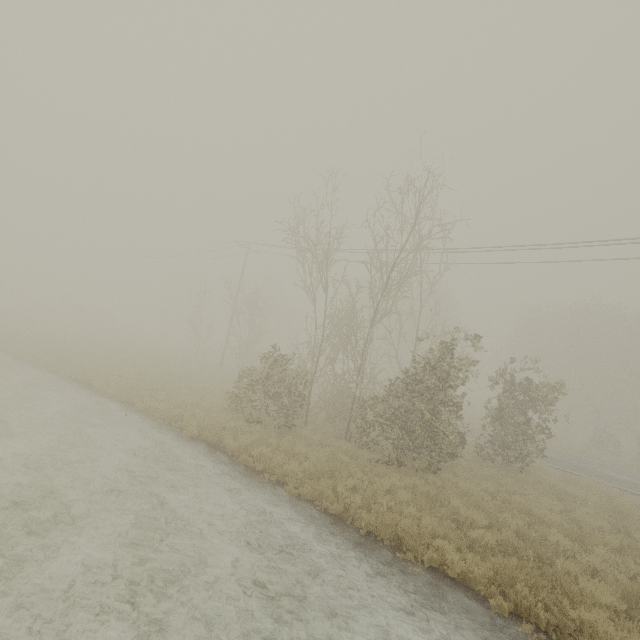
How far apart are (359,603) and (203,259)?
35.9 meters
